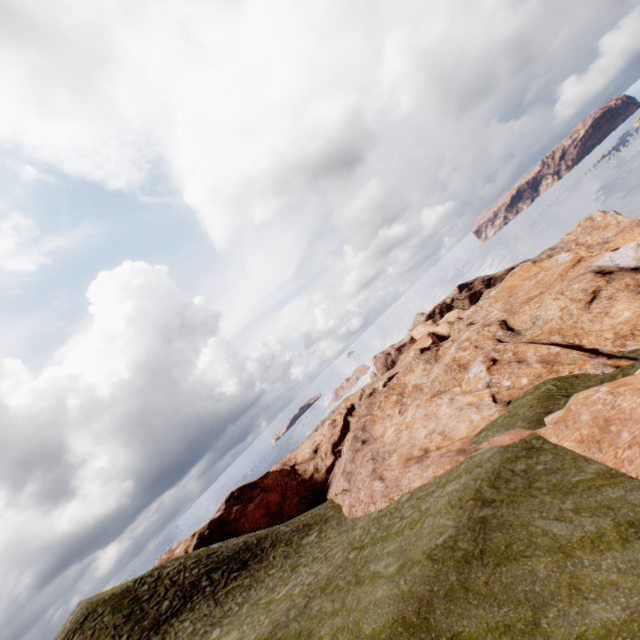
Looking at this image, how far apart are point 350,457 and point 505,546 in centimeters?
2910cm
